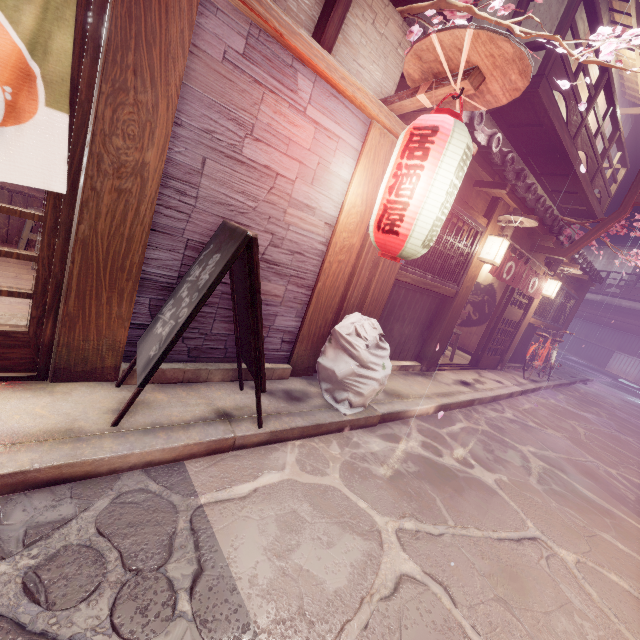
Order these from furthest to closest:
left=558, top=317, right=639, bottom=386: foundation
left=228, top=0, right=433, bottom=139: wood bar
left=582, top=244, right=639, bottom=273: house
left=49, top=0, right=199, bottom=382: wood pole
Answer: left=582, top=244, right=639, bottom=273: house, left=558, top=317, right=639, bottom=386: foundation, left=228, top=0, right=433, bottom=139: wood bar, left=49, top=0, right=199, bottom=382: wood pole

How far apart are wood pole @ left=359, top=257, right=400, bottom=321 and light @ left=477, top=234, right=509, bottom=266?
3.6m

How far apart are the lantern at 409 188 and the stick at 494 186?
4.2 meters

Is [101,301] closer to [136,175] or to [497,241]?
[136,175]

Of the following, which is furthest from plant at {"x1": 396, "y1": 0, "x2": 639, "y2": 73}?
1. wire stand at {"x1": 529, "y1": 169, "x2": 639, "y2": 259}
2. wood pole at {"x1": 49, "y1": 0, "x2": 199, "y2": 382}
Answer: wire stand at {"x1": 529, "y1": 169, "x2": 639, "y2": 259}

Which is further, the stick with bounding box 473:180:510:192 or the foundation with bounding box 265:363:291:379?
the stick with bounding box 473:180:510:192

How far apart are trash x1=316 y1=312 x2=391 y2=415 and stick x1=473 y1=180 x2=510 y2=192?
5.2m

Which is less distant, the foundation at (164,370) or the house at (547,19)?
the foundation at (164,370)
